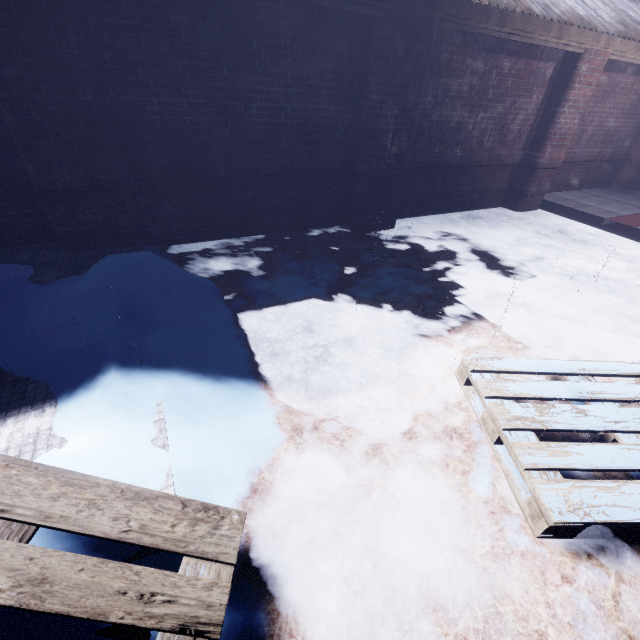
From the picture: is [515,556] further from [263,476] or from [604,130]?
[604,130]

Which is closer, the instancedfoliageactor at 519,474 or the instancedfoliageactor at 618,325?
the instancedfoliageactor at 519,474

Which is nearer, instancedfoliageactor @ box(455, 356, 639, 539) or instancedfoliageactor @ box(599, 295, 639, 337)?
instancedfoliageactor @ box(455, 356, 639, 539)

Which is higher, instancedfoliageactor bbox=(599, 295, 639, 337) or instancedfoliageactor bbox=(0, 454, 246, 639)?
instancedfoliageactor bbox=(0, 454, 246, 639)
